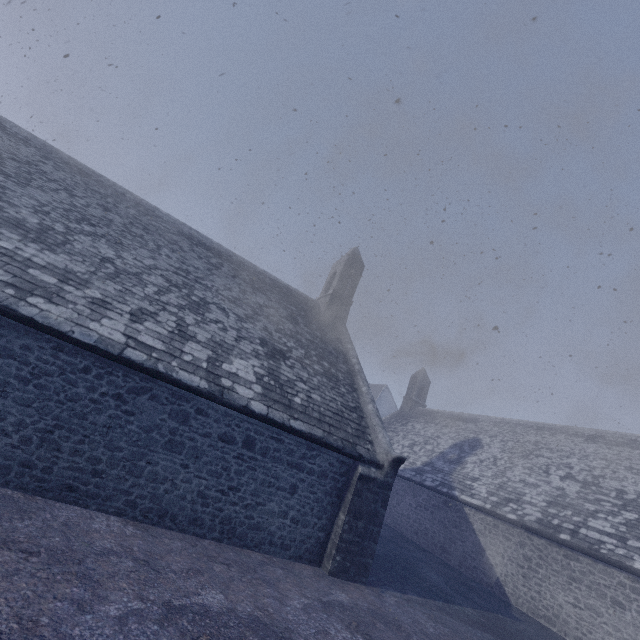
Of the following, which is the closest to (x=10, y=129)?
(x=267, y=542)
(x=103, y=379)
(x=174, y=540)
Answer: (x=103, y=379)
